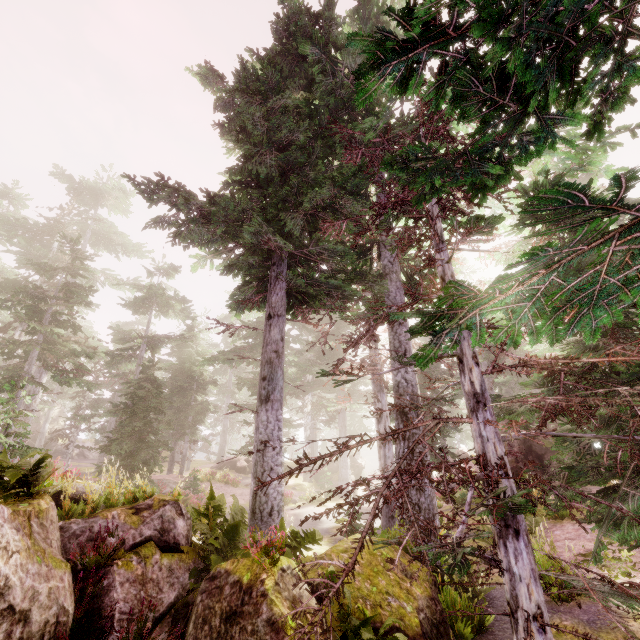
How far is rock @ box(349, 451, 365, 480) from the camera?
33.4m

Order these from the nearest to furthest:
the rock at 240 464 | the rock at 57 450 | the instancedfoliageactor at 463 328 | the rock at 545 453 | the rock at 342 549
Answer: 1. the instancedfoliageactor at 463 328
2. the rock at 342 549
3. the rock at 545 453
4. the rock at 240 464
5. the rock at 57 450

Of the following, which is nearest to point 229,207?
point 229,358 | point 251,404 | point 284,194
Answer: point 284,194

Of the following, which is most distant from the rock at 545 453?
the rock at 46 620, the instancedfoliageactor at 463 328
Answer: the rock at 46 620

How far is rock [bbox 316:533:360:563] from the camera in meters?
6.8 m

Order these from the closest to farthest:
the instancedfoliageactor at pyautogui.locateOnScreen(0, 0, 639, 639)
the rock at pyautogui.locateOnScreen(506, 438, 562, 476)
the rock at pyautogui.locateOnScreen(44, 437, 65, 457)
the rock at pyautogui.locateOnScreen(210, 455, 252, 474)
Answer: the instancedfoliageactor at pyautogui.locateOnScreen(0, 0, 639, 639)
the rock at pyautogui.locateOnScreen(506, 438, 562, 476)
the rock at pyautogui.locateOnScreen(210, 455, 252, 474)
the rock at pyautogui.locateOnScreen(44, 437, 65, 457)

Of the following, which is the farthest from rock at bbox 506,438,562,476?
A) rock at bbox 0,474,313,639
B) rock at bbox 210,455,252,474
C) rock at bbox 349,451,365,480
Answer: rock at bbox 210,455,252,474

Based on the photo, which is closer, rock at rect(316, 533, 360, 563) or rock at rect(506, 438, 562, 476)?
rock at rect(316, 533, 360, 563)
